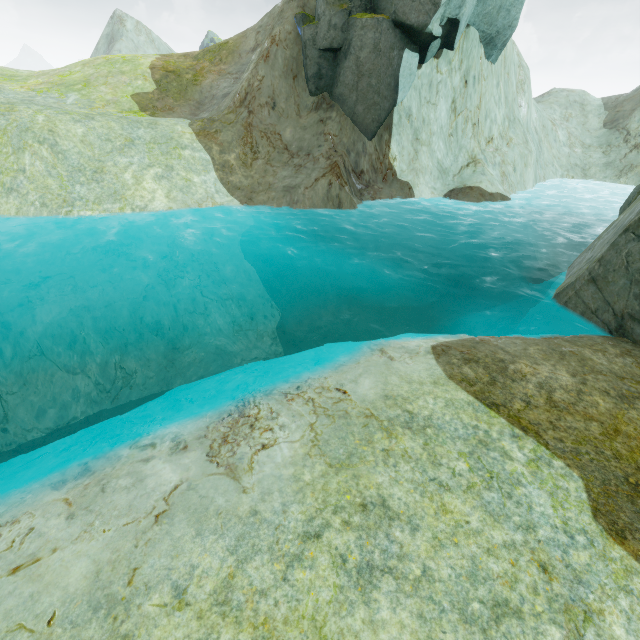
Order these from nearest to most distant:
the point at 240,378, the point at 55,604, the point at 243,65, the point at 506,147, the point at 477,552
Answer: the point at 55,604 → the point at 477,552 → the point at 240,378 → the point at 506,147 → the point at 243,65

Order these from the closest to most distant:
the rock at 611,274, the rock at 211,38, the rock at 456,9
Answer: the rock at 611,274, the rock at 456,9, the rock at 211,38

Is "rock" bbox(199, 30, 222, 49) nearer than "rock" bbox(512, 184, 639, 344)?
No

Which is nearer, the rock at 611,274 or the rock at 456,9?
the rock at 611,274

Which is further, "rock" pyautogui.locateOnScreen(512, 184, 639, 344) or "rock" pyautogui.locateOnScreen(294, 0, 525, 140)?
"rock" pyautogui.locateOnScreen(294, 0, 525, 140)

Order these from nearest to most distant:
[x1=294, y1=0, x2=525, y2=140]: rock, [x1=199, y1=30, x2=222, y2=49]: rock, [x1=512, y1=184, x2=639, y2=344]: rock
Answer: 1. [x1=512, y1=184, x2=639, y2=344]: rock
2. [x1=294, y1=0, x2=525, y2=140]: rock
3. [x1=199, y1=30, x2=222, y2=49]: rock

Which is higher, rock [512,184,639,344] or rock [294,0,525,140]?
rock [294,0,525,140]

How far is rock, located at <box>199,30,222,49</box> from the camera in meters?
57.2
